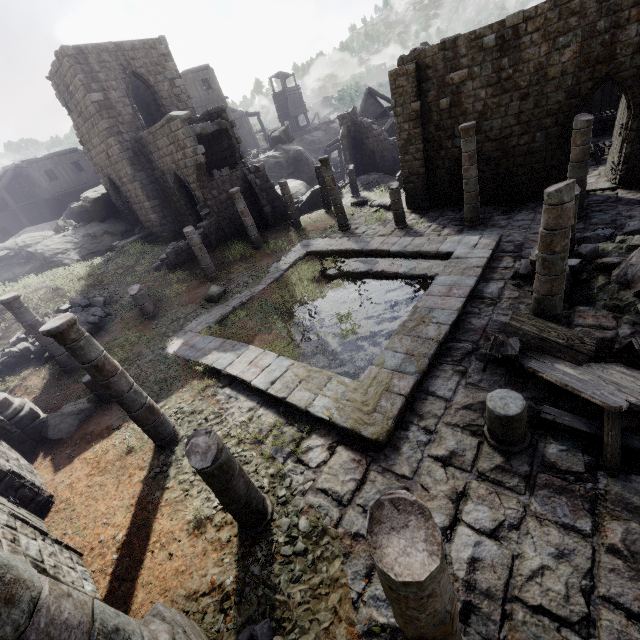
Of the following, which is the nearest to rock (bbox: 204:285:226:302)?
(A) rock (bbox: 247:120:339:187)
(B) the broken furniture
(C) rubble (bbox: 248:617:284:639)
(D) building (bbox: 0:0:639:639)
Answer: (D) building (bbox: 0:0:639:639)

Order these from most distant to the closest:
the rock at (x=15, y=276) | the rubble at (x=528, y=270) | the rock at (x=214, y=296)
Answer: the rock at (x=15, y=276) → the rock at (x=214, y=296) → the rubble at (x=528, y=270)

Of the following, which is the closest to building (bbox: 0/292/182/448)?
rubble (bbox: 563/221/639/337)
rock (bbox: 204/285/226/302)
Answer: rubble (bbox: 563/221/639/337)

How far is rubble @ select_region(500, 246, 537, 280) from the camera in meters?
9.3

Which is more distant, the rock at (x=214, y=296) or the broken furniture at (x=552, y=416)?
the rock at (x=214, y=296)

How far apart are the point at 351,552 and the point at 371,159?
29.1 meters

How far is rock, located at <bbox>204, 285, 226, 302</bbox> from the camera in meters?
14.1
